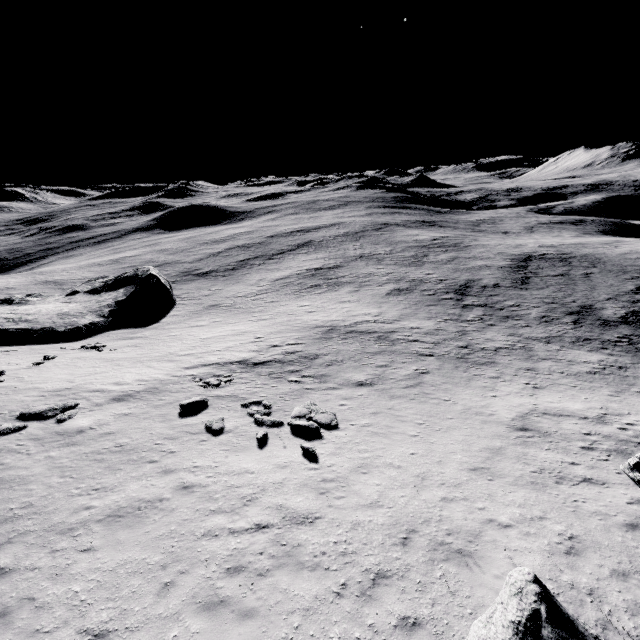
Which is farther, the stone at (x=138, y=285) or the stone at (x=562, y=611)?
the stone at (x=138, y=285)

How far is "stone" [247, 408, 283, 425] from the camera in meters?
14.2 m

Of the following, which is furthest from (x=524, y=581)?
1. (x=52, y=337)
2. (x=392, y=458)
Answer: (x=52, y=337)

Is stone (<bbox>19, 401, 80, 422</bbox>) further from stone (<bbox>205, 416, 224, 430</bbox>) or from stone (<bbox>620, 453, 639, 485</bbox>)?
stone (<bbox>620, 453, 639, 485</bbox>)

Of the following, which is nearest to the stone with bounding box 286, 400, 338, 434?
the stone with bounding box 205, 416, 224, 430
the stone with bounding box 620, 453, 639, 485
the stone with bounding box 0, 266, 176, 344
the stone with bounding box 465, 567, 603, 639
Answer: the stone with bounding box 205, 416, 224, 430

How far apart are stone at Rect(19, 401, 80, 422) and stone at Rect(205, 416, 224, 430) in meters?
5.9

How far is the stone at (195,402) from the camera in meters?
15.2

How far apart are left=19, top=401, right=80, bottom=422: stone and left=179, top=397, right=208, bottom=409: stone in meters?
4.3
